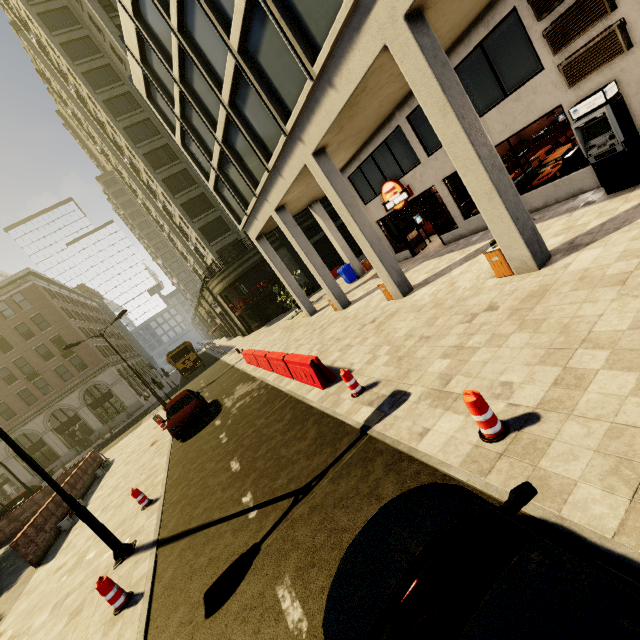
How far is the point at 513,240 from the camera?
7.4 meters

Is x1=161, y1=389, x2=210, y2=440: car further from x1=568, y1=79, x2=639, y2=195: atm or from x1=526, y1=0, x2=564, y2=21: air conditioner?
x1=526, y1=0, x2=564, y2=21: air conditioner

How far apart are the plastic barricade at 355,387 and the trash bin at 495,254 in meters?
4.5

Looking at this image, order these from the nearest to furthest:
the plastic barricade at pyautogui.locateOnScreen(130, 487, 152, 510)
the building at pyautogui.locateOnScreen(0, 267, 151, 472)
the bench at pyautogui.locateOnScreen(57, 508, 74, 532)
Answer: the plastic barricade at pyautogui.locateOnScreen(130, 487, 152, 510)
the bench at pyautogui.locateOnScreen(57, 508, 74, 532)
the building at pyautogui.locateOnScreen(0, 267, 151, 472)

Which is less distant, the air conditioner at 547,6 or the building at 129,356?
the air conditioner at 547,6

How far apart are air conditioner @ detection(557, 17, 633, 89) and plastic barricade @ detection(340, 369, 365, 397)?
9.3m

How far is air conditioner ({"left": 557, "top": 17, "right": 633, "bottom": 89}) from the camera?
7.28m

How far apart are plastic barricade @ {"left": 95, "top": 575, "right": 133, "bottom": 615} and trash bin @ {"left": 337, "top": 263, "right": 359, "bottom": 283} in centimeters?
1859cm
